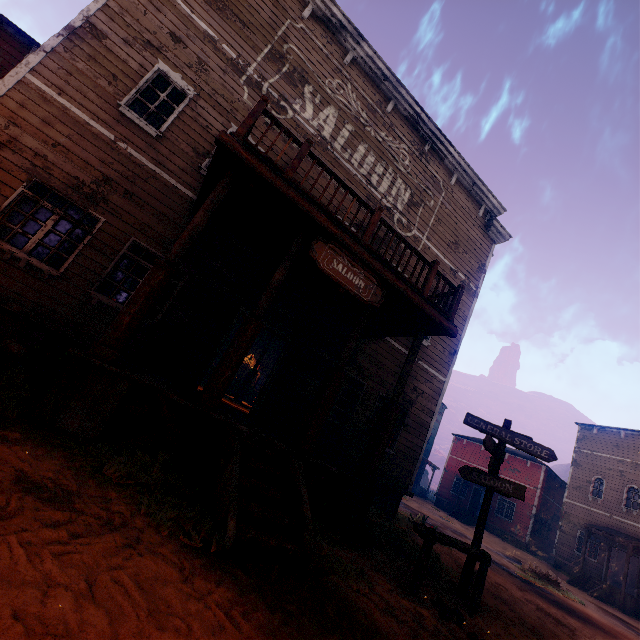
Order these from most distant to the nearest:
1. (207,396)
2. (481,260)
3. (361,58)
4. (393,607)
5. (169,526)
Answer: (481,260)
(361,58)
(207,396)
(393,607)
(169,526)

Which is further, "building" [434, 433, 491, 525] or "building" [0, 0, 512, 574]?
"building" [434, 433, 491, 525]

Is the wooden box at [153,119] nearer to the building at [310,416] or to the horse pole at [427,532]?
the building at [310,416]

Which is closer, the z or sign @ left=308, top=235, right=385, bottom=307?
the z

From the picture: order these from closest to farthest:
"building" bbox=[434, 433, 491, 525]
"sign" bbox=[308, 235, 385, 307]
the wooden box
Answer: "sign" bbox=[308, 235, 385, 307], the wooden box, "building" bbox=[434, 433, 491, 525]

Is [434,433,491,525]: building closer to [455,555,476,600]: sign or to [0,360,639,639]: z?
[0,360,639,639]: z

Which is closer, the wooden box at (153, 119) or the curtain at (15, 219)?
the curtain at (15, 219)

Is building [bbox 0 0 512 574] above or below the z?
above
